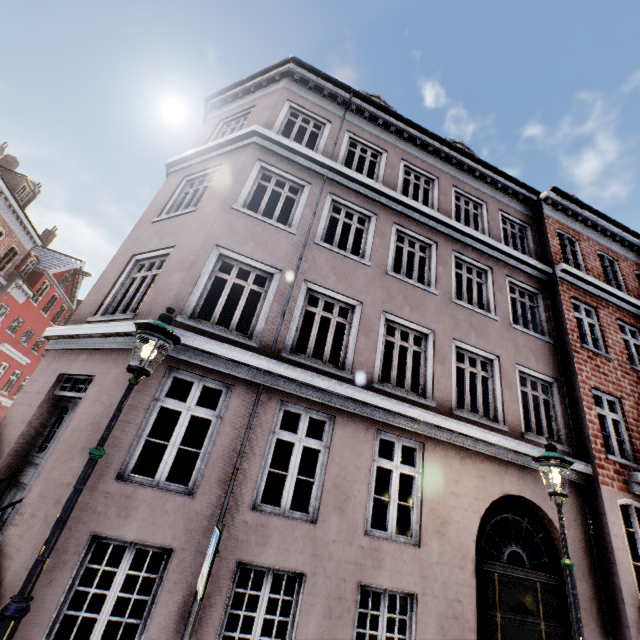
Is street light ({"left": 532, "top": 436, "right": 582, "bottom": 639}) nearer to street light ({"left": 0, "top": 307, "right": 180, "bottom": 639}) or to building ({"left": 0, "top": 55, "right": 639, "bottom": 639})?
building ({"left": 0, "top": 55, "right": 639, "bottom": 639})

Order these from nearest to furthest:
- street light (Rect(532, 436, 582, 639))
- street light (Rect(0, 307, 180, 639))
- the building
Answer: street light (Rect(0, 307, 180, 639))
street light (Rect(532, 436, 582, 639))
the building

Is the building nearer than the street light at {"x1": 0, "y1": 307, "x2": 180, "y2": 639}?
No

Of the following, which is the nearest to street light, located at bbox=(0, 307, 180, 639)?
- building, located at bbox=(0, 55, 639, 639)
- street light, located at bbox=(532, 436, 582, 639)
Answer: building, located at bbox=(0, 55, 639, 639)

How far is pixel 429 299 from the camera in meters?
8.3 m

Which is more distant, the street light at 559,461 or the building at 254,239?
the building at 254,239

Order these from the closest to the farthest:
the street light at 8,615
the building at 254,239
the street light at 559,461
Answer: the street light at 8,615 → the street light at 559,461 → the building at 254,239
